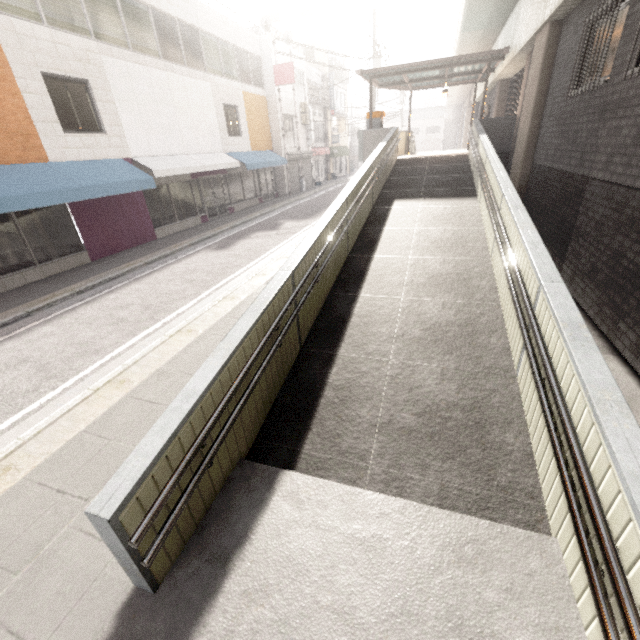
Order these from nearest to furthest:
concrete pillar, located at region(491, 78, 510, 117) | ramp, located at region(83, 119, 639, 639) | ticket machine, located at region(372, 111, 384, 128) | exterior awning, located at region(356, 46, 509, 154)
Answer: ramp, located at region(83, 119, 639, 639), exterior awning, located at region(356, 46, 509, 154), ticket machine, located at region(372, 111, 384, 128), concrete pillar, located at region(491, 78, 510, 117)

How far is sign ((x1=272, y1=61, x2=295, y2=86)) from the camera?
19.25m

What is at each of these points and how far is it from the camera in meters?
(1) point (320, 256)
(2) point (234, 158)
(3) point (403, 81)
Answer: (1) ramp, 4.8 m
(2) awning, 16.8 m
(3) exterior awning, 14.8 m

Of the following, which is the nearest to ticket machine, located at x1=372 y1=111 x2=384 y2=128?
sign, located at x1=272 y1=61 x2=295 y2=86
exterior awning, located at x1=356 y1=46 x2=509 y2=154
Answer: exterior awning, located at x1=356 y1=46 x2=509 y2=154

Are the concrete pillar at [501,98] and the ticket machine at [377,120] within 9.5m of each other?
yes

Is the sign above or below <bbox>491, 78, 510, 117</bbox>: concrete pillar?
above

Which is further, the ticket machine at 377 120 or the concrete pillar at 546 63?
the ticket machine at 377 120

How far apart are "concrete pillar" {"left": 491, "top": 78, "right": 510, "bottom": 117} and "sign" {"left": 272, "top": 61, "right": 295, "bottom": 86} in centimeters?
1126cm
